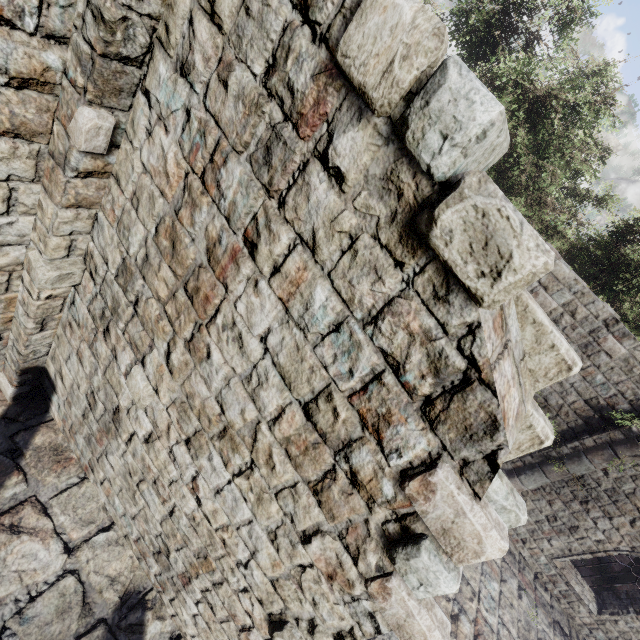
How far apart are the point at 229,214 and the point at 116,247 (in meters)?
1.68
